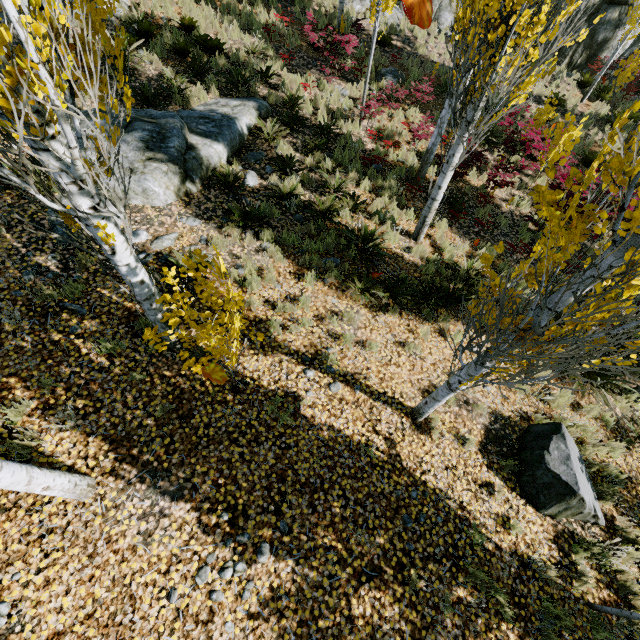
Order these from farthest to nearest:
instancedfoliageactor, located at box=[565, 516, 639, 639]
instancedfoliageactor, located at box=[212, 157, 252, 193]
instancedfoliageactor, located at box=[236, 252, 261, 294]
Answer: instancedfoliageactor, located at box=[212, 157, 252, 193] < instancedfoliageactor, located at box=[236, 252, 261, 294] < instancedfoliageactor, located at box=[565, 516, 639, 639]

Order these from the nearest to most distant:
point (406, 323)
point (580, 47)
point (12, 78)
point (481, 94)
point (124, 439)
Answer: point (12, 78)
point (124, 439)
point (481, 94)
point (406, 323)
point (580, 47)

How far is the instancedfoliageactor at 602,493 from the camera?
5.3 meters

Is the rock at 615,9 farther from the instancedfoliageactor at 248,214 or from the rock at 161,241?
the rock at 161,241

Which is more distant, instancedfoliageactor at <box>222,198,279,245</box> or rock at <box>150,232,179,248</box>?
instancedfoliageactor at <box>222,198,279,245</box>

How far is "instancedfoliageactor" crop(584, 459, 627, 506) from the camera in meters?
5.3

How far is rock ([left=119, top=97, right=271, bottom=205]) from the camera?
6.3 meters

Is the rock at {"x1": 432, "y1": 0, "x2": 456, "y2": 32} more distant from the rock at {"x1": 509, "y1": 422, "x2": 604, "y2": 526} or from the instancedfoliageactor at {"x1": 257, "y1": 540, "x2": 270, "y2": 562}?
the rock at {"x1": 509, "y1": 422, "x2": 604, "y2": 526}
